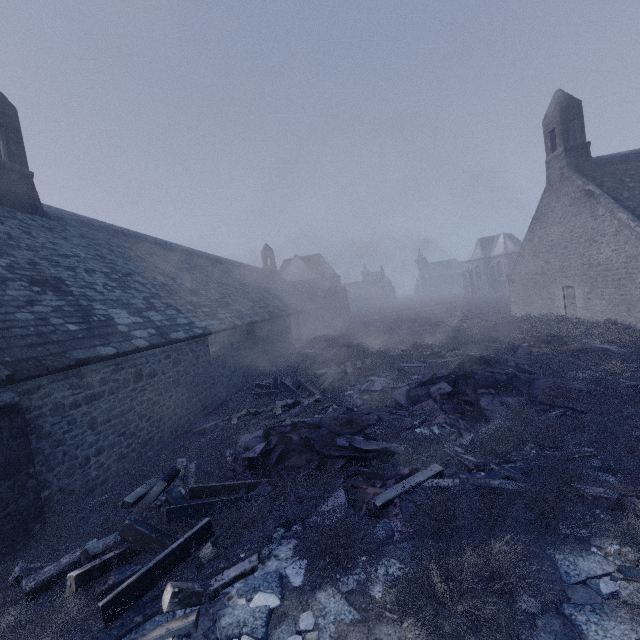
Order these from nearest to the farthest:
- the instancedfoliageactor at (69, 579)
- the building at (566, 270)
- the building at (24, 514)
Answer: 1. the instancedfoliageactor at (69, 579)
2. the building at (24, 514)
3. the building at (566, 270)

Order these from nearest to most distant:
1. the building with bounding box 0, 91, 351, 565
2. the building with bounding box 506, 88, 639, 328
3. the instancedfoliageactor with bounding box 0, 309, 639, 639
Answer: the instancedfoliageactor with bounding box 0, 309, 639, 639 → the building with bounding box 0, 91, 351, 565 → the building with bounding box 506, 88, 639, 328

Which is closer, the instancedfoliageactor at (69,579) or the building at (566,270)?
the instancedfoliageactor at (69,579)

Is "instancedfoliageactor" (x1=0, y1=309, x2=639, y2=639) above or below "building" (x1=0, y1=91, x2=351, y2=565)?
below

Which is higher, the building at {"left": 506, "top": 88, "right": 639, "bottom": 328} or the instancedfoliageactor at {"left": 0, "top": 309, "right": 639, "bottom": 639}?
the building at {"left": 506, "top": 88, "right": 639, "bottom": 328}

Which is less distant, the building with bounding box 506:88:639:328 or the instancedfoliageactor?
the instancedfoliageactor

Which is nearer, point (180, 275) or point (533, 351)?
point (533, 351)

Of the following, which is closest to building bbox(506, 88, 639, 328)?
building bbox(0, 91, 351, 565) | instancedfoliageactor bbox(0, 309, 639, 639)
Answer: instancedfoliageactor bbox(0, 309, 639, 639)
